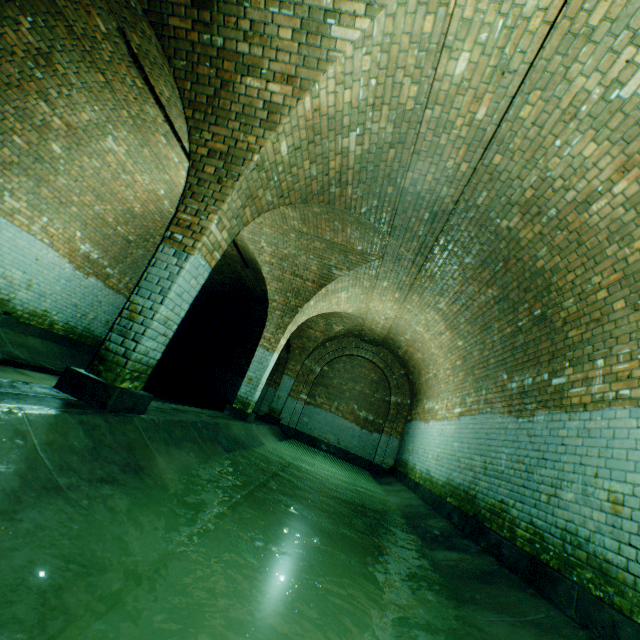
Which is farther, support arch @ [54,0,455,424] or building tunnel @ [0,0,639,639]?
support arch @ [54,0,455,424]

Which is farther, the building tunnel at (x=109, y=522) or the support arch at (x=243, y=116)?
the support arch at (x=243, y=116)

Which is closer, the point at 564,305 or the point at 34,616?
the point at 34,616
